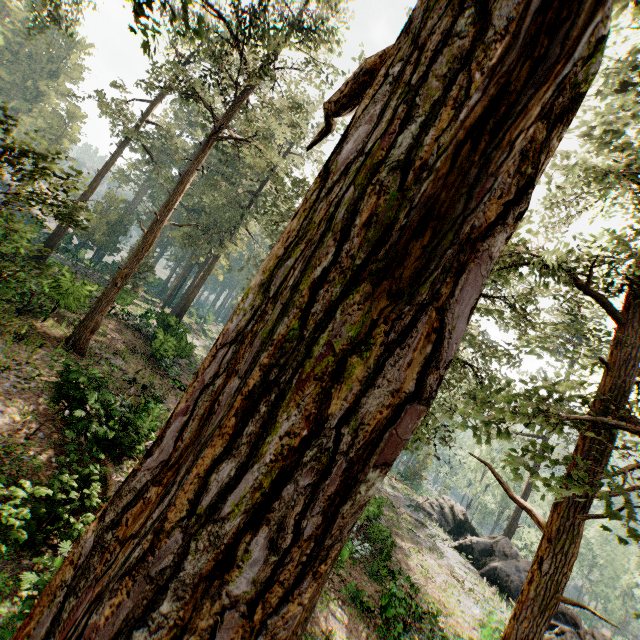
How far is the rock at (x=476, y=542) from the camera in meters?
26.7 m

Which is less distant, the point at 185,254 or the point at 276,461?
the point at 276,461

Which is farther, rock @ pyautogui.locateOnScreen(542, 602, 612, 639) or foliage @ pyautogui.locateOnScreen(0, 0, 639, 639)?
rock @ pyautogui.locateOnScreen(542, 602, 612, 639)

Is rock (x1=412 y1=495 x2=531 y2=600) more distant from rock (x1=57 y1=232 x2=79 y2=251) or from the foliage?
rock (x1=57 y1=232 x2=79 y2=251)

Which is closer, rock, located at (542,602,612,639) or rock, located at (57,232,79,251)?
rock, located at (542,602,612,639)

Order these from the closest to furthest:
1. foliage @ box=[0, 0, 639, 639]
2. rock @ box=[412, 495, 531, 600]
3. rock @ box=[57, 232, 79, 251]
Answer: foliage @ box=[0, 0, 639, 639] → rock @ box=[412, 495, 531, 600] → rock @ box=[57, 232, 79, 251]

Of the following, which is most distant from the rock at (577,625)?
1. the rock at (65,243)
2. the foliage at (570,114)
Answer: the rock at (65,243)
